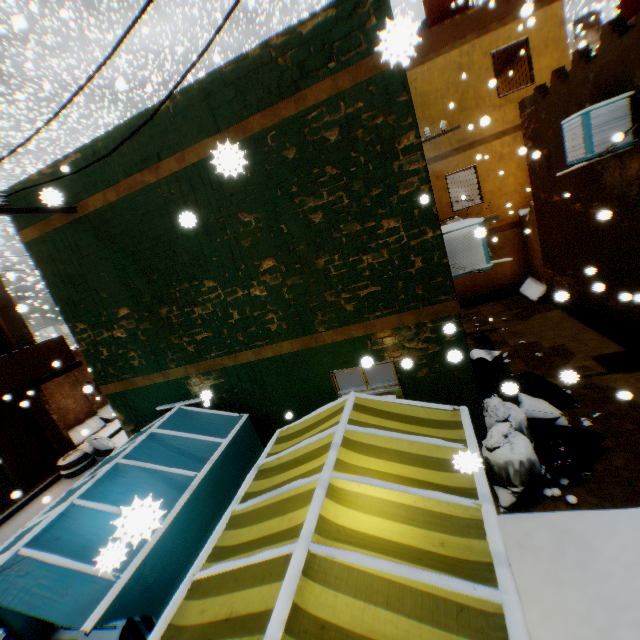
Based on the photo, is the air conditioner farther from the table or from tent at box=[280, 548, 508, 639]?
the table

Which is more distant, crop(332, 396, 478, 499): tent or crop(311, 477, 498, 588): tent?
crop(332, 396, 478, 499): tent

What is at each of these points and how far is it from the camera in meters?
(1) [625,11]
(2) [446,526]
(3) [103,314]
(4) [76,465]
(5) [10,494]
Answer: (1) water tank, 6.5
(2) tent, 2.5
(3) building, 6.0
(4) wheel, 10.6
(5) rolling overhead door, 9.9

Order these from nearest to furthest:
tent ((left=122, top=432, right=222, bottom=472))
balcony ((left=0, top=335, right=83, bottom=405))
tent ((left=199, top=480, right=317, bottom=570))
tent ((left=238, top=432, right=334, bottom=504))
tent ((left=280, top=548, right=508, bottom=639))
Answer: tent ((left=280, top=548, right=508, bottom=639))
tent ((left=199, top=480, right=317, bottom=570))
tent ((left=238, top=432, right=334, bottom=504))
tent ((left=122, top=432, right=222, bottom=472))
balcony ((left=0, top=335, right=83, bottom=405))

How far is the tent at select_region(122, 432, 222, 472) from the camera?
4.6m

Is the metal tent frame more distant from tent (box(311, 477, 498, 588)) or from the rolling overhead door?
the rolling overhead door

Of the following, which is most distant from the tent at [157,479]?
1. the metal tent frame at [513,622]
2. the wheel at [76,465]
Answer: the wheel at [76,465]

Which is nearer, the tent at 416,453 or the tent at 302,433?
the tent at 416,453
